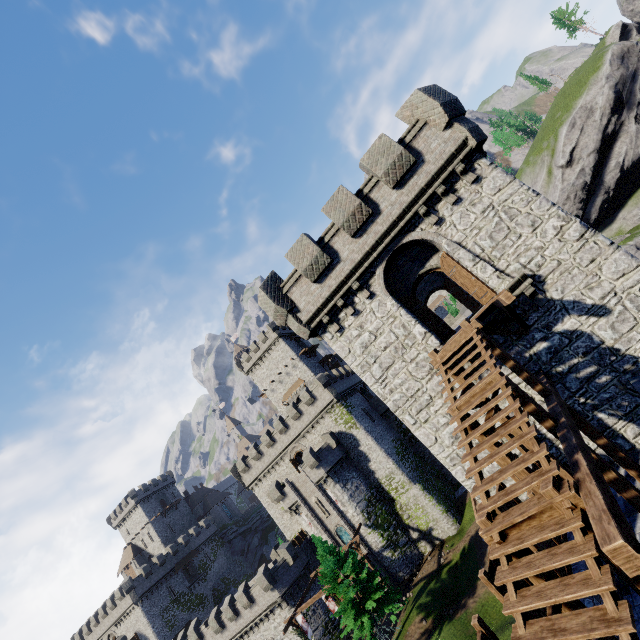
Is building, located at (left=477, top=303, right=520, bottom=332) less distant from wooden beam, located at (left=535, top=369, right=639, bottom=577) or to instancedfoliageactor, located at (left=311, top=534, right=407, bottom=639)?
wooden beam, located at (left=535, top=369, right=639, bottom=577)

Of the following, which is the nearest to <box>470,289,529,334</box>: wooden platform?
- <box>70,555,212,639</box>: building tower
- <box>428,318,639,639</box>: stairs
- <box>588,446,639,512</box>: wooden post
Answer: <box>428,318,639,639</box>: stairs

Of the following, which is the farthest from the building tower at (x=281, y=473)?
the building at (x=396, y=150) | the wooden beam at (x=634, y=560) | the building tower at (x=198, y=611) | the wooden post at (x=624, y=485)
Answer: the wooden post at (x=624, y=485)

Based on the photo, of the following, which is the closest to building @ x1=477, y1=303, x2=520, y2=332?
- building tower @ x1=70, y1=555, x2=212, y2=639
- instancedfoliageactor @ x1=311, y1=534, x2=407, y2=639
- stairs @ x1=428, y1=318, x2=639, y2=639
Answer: stairs @ x1=428, y1=318, x2=639, y2=639

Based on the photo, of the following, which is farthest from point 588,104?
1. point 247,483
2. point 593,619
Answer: point 247,483

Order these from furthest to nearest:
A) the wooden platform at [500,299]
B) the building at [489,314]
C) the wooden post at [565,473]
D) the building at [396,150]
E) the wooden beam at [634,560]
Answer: the building at [489,314] < the building at [396,150] < the wooden platform at [500,299] < the wooden post at [565,473] < the wooden beam at [634,560]

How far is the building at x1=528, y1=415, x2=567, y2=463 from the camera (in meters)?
11.16

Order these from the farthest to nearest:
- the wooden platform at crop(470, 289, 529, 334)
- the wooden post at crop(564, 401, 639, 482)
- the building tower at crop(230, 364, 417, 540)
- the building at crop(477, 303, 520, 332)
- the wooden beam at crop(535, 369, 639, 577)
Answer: the building tower at crop(230, 364, 417, 540), the building at crop(477, 303, 520, 332), the wooden platform at crop(470, 289, 529, 334), the wooden post at crop(564, 401, 639, 482), the wooden beam at crop(535, 369, 639, 577)
